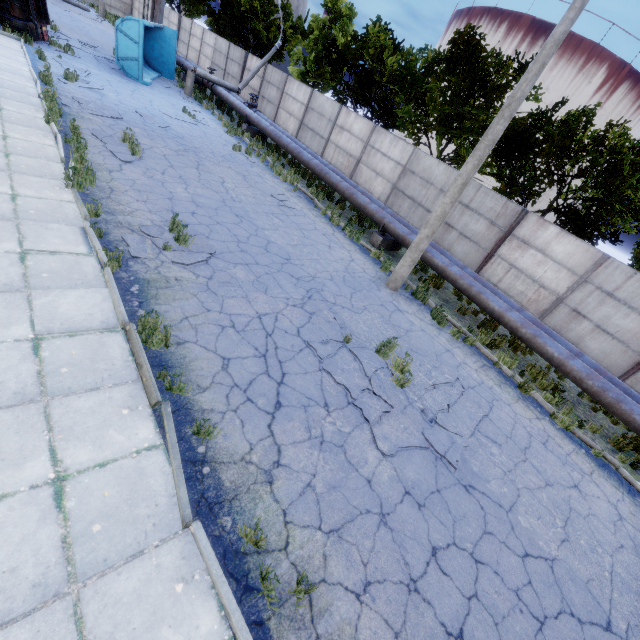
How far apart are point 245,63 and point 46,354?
27.62m

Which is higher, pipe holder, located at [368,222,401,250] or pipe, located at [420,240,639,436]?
pipe, located at [420,240,639,436]

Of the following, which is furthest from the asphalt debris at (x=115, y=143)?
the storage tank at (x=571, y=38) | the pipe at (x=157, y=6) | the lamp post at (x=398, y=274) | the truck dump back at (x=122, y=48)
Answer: the storage tank at (x=571, y=38)

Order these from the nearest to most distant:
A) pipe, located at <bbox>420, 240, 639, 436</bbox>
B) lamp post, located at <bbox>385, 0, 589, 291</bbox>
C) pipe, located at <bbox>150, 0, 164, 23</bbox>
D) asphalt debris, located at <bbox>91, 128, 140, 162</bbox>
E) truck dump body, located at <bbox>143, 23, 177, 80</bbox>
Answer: lamp post, located at <bbox>385, 0, 589, 291</bbox> < pipe, located at <bbox>420, 240, 639, 436</bbox> < asphalt debris, located at <bbox>91, 128, 140, 162</bbox> < truck dump body, located at <bbox>143, 23, 177, 80</bbox> < pipe, located at <bbox>150, 0, 164, 23</bbox>

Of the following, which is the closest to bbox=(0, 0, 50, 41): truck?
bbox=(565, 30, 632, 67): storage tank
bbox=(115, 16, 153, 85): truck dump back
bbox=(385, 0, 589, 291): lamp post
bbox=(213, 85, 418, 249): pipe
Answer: bbox=(115, 16, 153, 85): truck dump back

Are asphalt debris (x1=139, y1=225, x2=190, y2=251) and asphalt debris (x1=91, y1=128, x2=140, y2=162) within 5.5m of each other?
yes

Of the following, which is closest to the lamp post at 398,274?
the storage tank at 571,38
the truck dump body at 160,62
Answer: the truck dump body at 160,62

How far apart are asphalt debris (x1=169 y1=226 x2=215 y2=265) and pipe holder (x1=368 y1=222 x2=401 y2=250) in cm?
725
